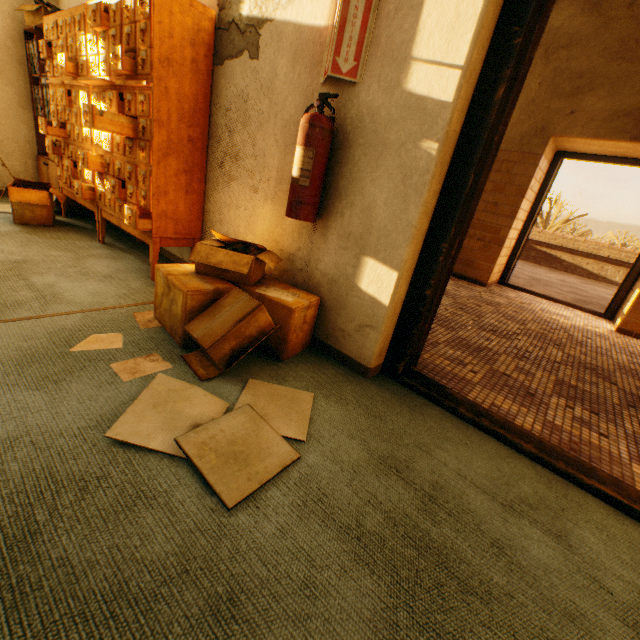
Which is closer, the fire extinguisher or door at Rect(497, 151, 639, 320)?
the fire extinguisher

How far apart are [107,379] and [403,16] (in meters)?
2.07

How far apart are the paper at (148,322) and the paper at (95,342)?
0.2 meters

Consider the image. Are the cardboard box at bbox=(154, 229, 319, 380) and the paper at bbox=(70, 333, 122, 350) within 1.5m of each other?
yes

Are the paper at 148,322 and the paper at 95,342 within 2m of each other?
yes

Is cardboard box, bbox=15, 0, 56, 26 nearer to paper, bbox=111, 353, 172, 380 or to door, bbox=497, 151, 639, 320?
paper, bbox=111, 353, 172, 380

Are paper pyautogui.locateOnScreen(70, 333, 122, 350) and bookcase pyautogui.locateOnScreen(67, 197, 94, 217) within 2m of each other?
no

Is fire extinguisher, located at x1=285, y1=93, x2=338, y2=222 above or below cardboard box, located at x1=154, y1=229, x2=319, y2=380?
above
